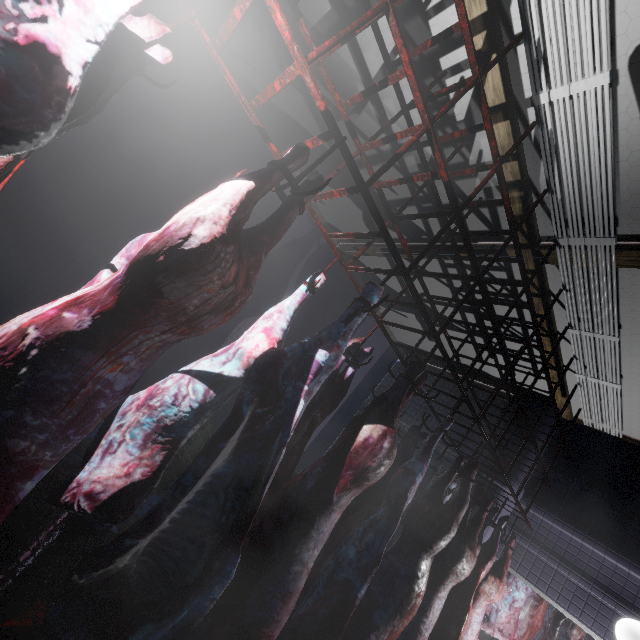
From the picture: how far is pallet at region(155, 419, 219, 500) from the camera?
3.5m

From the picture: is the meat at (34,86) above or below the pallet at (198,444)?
above

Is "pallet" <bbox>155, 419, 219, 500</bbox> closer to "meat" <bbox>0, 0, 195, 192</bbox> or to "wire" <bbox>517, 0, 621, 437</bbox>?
"meat" <bbox>0, 0, 195, 192</bbox>

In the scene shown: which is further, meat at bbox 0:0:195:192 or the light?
the light

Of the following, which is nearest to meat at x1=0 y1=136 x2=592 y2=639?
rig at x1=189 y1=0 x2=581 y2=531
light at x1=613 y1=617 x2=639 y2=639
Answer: rig at x1=189 y1=0 x2=581 y2=531

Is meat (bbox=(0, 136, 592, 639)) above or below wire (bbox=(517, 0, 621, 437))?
below

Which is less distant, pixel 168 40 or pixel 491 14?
pixel 491 14

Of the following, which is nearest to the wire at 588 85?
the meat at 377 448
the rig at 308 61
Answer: the rig at 308 61
